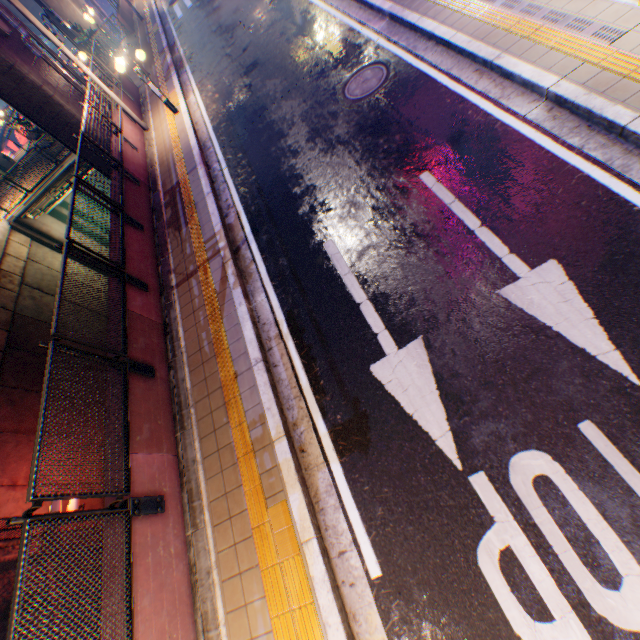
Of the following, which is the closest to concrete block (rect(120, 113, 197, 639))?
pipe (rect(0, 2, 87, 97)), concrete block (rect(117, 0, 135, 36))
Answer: pipe (rect(0, 2, 87, 97))

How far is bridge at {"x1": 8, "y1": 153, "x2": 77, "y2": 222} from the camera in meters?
16.7

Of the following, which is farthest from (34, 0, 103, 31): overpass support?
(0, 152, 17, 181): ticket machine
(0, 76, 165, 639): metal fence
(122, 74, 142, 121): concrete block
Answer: (0, 152, 17, 181): ticket machine

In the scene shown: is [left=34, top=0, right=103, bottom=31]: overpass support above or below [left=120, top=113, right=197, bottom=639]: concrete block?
above

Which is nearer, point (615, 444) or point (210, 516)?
point (615, 444)

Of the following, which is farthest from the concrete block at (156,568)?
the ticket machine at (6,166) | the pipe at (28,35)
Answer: the ticket machine at (6,166)

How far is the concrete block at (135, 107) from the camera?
13.18m

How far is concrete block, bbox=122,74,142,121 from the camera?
13.18m
